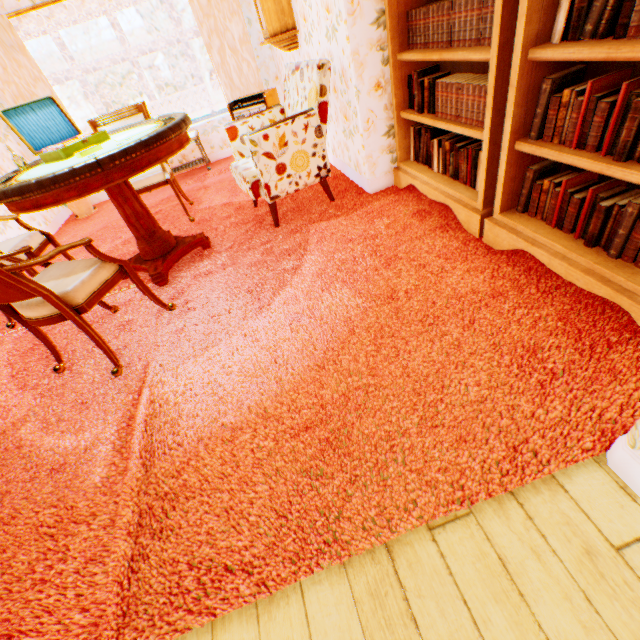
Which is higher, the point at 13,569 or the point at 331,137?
the point at 331,137

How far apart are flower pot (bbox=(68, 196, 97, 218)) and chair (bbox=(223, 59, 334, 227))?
3.39m

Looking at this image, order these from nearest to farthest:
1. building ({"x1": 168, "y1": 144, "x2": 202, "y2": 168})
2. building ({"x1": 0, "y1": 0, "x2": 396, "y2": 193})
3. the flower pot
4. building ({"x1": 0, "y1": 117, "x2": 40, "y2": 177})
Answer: building ({"x1": 0, "y1": 0, "x2": 396, "y2": 193}) < building ({"x1": 0, "y1": 117, "x2": 40, "y2": 177}) < the flower pot < building ({"x1": 168, "y1": 144, "x2": 202, "y2": 168})

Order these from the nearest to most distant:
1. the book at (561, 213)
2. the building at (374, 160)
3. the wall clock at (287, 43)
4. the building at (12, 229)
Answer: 1. the book at (561, 213)
2. the building at (374, 160)
3. the wall clock at (287, 43)
4. the building at (12, 229)

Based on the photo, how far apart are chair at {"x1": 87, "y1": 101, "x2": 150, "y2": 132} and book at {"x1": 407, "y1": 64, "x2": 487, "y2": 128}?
2.72m

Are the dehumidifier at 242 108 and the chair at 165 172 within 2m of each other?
yes

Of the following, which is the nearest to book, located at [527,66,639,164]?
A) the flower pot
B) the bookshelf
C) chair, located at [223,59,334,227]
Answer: the bookshelf

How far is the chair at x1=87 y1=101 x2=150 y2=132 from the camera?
3.8 meters
